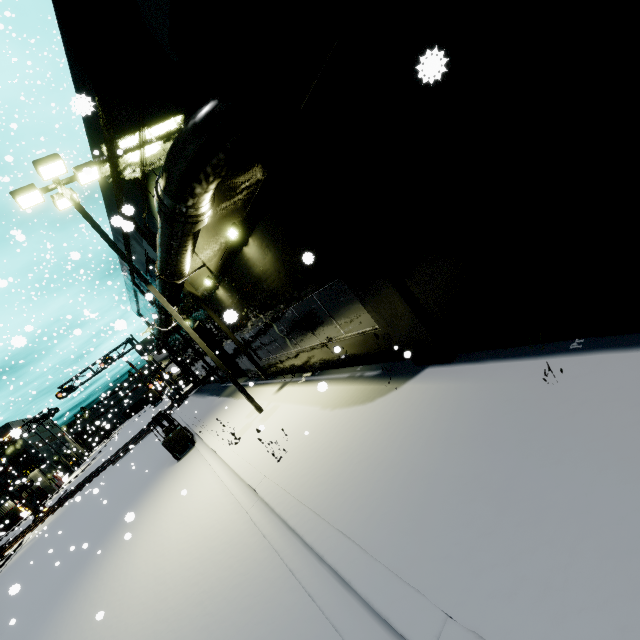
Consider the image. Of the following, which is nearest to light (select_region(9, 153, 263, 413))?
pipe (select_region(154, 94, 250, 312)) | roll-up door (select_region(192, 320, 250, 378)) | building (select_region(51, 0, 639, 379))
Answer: pipe (select_region(154, 94, 250, 312))

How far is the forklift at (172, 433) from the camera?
14.68m

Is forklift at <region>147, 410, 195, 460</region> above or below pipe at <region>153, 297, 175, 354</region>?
below

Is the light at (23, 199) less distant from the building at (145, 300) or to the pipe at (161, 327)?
the pipe at (161, 327)

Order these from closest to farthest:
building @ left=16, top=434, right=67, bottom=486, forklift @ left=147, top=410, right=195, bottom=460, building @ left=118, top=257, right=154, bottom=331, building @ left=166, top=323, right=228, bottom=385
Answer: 1. forklift @ left=147, top=410, right=195, bottom=460
2. building @ left=118, top=257, right=154, bottom=331
3. building @ left=166, top=323, right=228, bottom=385
4. building @ left=16, top=434, right=67, bottom=486

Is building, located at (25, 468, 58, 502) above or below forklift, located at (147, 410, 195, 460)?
above

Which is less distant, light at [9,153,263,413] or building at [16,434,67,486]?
light at [9,153,263,413]

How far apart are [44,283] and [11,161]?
32.2 meters
